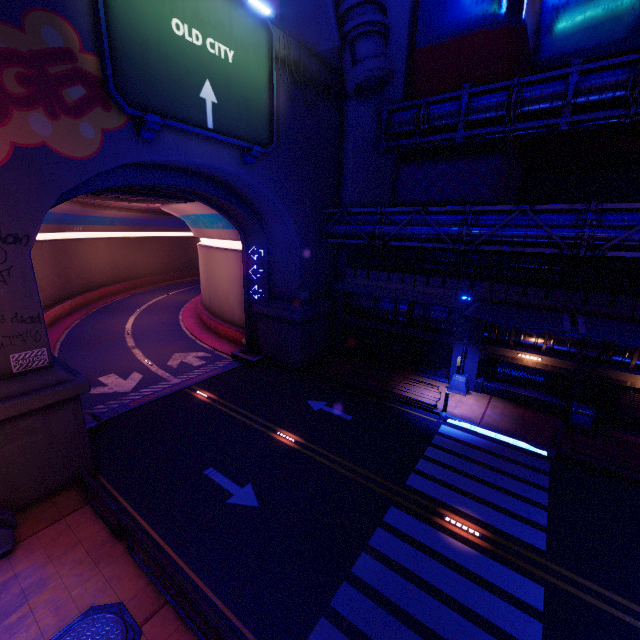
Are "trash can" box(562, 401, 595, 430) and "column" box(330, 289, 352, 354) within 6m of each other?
no

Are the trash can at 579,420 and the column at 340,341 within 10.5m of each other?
no

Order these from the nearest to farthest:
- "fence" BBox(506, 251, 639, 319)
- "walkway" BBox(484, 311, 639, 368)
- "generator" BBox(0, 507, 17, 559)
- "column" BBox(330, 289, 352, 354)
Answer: "generator" BBox(0, 507, 17, 559)
"fence" BBox(506, 251, 639, 319)
"walkway" BBox(484, 311, 639, 368)
"column" BBox(330, 289, 352, 354)

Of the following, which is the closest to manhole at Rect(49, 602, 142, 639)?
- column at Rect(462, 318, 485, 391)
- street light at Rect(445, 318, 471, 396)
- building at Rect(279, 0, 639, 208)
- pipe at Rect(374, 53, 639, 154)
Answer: street light at Rect(445, 318, 471, 396)

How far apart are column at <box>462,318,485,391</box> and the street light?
0.0 meters

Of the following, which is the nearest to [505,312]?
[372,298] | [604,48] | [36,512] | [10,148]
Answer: [372,298]

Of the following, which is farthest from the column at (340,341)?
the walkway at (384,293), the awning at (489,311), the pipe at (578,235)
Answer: the awning at (489,311)

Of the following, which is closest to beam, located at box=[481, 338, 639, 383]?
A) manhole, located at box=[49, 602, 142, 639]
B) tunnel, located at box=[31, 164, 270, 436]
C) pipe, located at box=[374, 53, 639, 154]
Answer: pipe, located at box=[374, 53, 639, 154]
